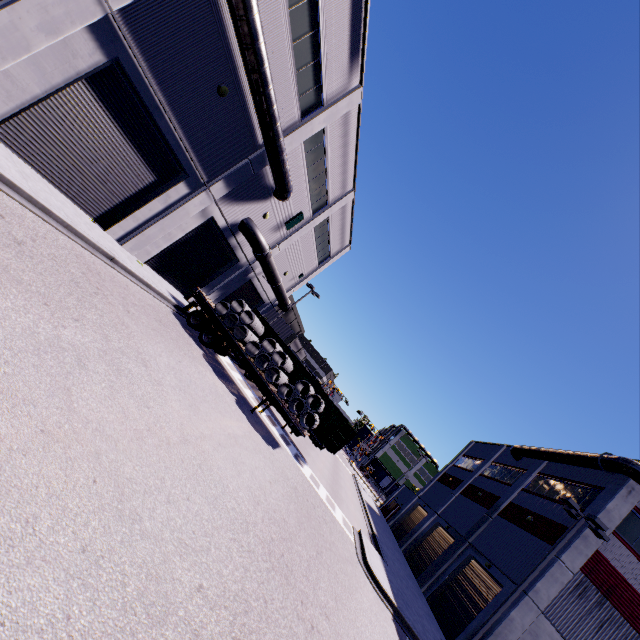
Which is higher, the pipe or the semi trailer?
the pipe

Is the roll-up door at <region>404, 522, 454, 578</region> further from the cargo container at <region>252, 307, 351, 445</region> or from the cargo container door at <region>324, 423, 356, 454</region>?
the cargo container door at <region>324, 423, 356, 454</region>

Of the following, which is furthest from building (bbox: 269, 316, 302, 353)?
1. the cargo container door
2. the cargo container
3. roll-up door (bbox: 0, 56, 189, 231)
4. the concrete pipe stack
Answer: the concrete pipe stack

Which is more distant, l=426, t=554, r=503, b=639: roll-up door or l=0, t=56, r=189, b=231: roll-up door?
l=426, t=554, r=503, b=639: roll-up door

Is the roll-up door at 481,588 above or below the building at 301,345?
below

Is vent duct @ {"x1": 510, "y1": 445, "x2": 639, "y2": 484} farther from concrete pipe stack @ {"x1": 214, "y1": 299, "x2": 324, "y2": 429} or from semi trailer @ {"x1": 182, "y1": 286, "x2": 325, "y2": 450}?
concrete pipe stack @ {"x1": 214, "y1": 299, "x2": 324, "y2": 429}

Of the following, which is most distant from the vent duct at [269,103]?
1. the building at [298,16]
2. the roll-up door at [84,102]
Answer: the roll-up door at [84,102]

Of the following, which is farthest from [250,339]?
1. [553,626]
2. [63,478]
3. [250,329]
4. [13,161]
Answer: [553,626]
